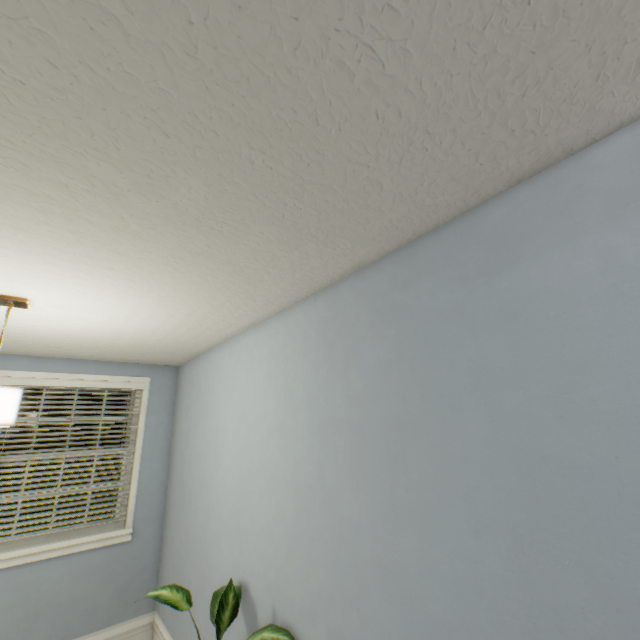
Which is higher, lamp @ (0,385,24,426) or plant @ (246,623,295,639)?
lamp @ (0,385,24,426)

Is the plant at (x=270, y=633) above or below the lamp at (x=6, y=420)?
below

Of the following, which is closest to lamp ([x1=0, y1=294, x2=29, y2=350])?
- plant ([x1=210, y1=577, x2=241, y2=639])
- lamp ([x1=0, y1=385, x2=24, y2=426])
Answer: lamp ([x1=0, y1=385, x2=24, y2=426])

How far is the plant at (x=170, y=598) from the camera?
1.7 meters

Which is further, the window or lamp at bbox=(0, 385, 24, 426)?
the window

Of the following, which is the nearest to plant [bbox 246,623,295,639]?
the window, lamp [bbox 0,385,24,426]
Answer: lamp [bbox 0,385,24,426]

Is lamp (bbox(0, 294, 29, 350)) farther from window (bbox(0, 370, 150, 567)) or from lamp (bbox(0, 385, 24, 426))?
window (bbox(0, 370, 150, 567))

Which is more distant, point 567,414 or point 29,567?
point 29,567
